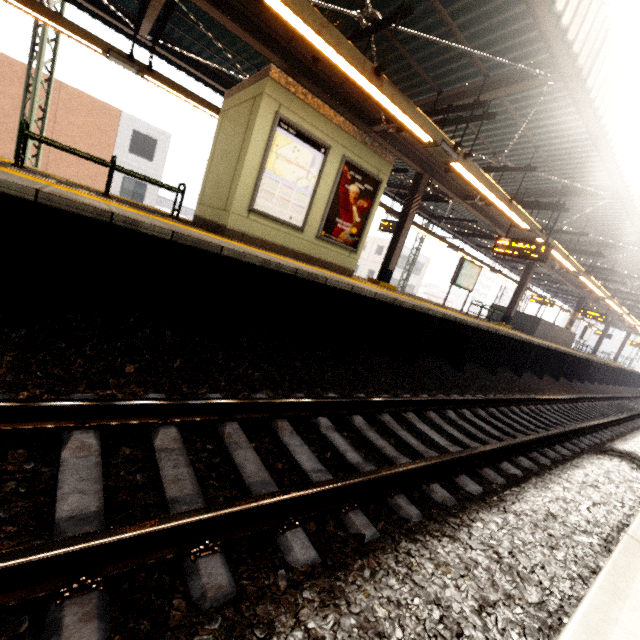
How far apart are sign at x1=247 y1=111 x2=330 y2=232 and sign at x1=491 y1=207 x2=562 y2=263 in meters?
6.4

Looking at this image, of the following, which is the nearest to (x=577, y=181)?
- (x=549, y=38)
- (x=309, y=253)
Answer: (x=549, y=38)

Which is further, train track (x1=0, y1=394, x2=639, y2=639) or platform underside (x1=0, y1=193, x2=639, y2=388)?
platform underside (x1=0, y1=193, x2=639, y2=388)

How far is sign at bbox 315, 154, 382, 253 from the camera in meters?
6.9

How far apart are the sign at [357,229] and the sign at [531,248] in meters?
4.8

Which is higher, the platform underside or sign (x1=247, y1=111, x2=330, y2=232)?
sign (x1=247, y1=111, x2=330, y2=232)

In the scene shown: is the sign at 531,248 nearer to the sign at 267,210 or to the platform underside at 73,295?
the platform underside at 73,295

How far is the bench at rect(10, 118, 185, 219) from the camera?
4.8 meters
